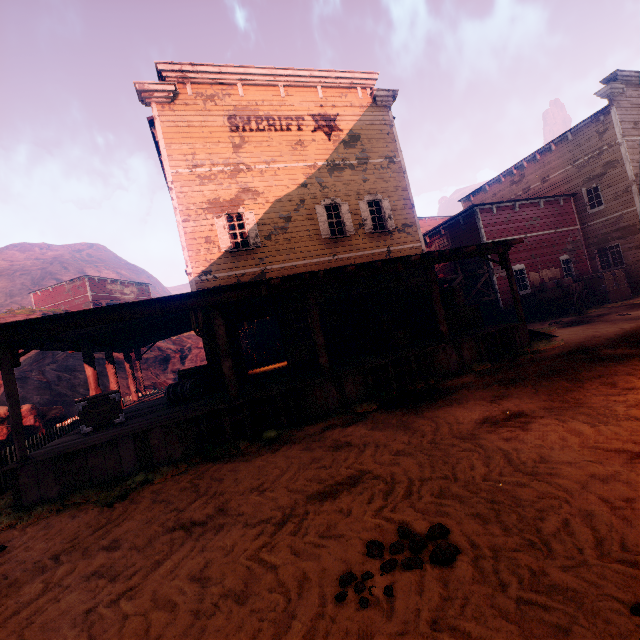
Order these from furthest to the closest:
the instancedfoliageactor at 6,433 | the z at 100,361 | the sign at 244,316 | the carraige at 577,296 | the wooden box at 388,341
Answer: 1. the z at 100,361
2. the carraige at 577,296
3. the wooden box at 388,341
4. the instancedfoliageactor at 6,433
5. the sign at 244,316

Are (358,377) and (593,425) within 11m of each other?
yes

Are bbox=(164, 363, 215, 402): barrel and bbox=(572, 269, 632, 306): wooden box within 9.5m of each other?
no

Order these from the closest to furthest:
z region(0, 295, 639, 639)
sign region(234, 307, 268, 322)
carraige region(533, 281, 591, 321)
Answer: z region(0, 295, 639, 639) → sign region(234, 307, 268, 322) → carraige region(533, 281, 591, 321)

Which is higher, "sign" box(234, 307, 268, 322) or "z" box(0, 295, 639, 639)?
"sign" box(234, 307, 268, 322)

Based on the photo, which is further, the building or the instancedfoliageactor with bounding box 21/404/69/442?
the instancedfoliageactor with bounding box 21/404/69/442

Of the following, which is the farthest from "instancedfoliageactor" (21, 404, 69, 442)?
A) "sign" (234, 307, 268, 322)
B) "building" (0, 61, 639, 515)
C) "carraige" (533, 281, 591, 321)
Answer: "carraige" (533, 281, 591, 321)

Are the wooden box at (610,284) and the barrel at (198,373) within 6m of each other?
no
